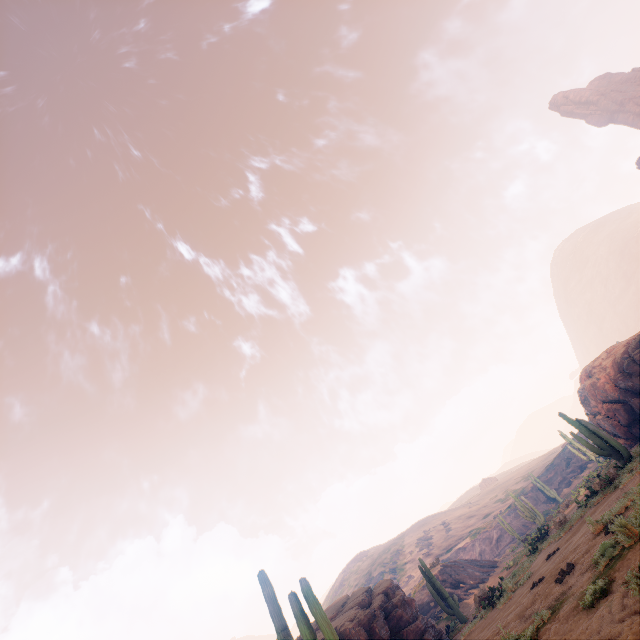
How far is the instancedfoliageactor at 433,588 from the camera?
18.0m

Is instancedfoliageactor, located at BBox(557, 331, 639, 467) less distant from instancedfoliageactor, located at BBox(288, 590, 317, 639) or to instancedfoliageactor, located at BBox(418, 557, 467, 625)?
instancedfoliageactor, located at BBox(418, 557, 467, 625)

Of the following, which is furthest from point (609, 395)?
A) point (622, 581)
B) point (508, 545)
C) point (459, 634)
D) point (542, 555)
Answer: point (508, 545)

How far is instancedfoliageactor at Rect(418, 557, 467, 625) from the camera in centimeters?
1798cm

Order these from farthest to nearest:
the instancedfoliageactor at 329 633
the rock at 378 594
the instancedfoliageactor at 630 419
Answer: the rock at 378 594, the instancedfoliageactor at 630 419, the instancedfoliageactor at 329 633

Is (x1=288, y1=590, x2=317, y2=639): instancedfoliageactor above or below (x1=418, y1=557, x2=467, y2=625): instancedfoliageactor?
above

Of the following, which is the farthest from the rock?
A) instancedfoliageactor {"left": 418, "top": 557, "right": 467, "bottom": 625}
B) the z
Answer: the z

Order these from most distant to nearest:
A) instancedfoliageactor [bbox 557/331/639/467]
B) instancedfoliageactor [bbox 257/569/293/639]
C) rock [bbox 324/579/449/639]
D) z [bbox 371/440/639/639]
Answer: rock [bbox 324/579/449/639], instancedfoliageactor [bbox 557/331/639/467], instancedfoliageactor [bbox 257/569/293/639], z [bbox 371/440/639/639]
